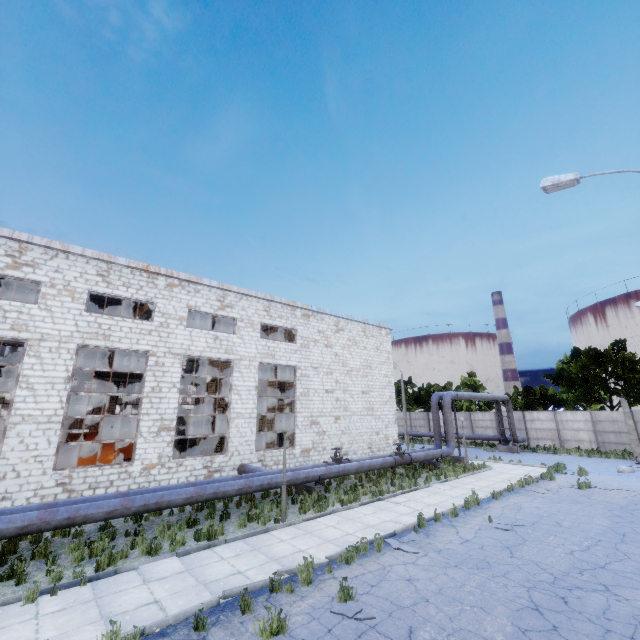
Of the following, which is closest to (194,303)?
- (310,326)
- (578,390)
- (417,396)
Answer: (310,326)

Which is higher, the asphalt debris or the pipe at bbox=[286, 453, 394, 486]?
the pipe at bbox=[286, 453, 394, 486]

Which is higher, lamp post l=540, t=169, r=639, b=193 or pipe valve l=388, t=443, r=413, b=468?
lamp post l=540, t=169, r=639, b=193

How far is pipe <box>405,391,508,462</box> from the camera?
21.75m

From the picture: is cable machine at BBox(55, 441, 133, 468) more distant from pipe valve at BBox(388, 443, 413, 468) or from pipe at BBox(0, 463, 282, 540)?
pipe valve at BBox(388, 443, 413, 468)

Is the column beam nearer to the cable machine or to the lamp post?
the cable machine

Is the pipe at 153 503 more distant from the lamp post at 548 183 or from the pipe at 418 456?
the lamp post at 548 183

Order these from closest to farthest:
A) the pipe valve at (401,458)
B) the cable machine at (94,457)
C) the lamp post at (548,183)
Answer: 1. the lamp post at (548,183)
2. the cable machine at (94,457)
3. the pipe valve at (401,458)
